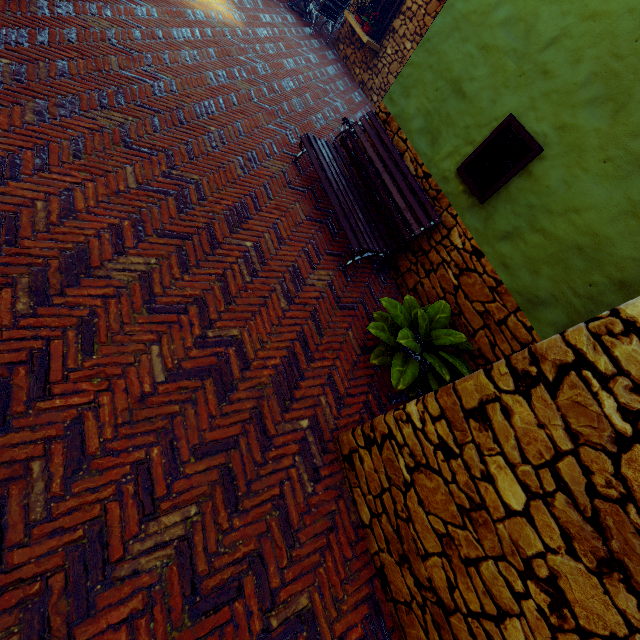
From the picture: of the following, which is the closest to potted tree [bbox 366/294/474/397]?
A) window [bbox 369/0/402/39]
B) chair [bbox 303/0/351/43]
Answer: window [bbox 369/0/402/39]

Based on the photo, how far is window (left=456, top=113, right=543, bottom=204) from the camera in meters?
3.2

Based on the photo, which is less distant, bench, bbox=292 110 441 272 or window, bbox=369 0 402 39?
bench, bbox=292 110 441 272

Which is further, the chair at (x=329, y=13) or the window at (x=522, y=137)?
the chair at (x=329, y=13)

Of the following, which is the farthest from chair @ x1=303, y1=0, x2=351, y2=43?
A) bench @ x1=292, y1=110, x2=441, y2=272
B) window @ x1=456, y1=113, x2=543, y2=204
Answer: window @ x1=456, y1=113, x2=543, y2=204

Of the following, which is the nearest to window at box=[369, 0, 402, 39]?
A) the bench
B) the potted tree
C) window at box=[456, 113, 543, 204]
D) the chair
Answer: the chair

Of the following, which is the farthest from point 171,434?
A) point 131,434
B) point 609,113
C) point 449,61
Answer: point 449,61

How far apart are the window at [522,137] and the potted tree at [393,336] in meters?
1.2
